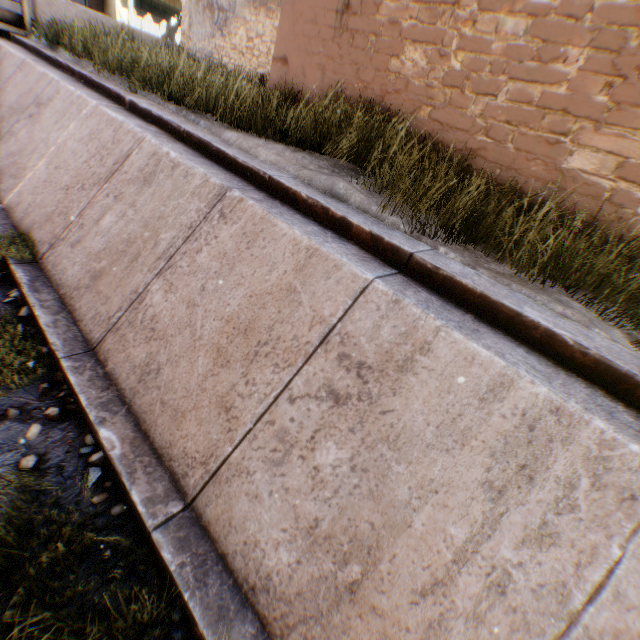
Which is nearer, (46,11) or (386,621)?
(386,621)

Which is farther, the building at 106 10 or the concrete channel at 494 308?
the building at 106 10

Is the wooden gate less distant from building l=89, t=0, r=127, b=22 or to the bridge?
building l=89, t=0, r=127, b=22

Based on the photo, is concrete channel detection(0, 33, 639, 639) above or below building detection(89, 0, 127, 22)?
below

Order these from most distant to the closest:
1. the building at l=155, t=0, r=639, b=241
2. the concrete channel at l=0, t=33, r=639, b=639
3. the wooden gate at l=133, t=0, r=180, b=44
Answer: the wooden gate at l=133, t=0, r=180, b=44
the building at l=155, t=0, r=639, b=241
the concrete channel at l=0, t=33, r=639, b=639

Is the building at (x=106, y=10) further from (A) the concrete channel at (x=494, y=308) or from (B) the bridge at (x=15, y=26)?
(B) the bridge at (x=15, y=26)
